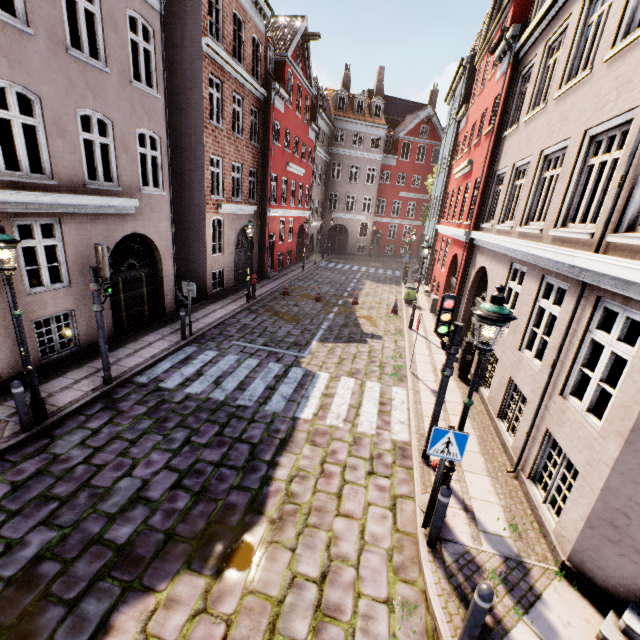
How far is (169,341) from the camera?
10.84m

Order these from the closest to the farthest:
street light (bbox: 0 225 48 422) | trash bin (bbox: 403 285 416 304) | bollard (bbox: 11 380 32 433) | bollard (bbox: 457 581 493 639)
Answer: bollard (bbox: 457 581 493 639) < street light (bbox: 0 225 48 422) < bollard (bbox: 11 380 32 433) < trash bin (bbox: 403 285 416 304)

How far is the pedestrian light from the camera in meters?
7.4

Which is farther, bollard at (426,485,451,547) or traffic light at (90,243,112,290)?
traffic light at (90,243,112,290)

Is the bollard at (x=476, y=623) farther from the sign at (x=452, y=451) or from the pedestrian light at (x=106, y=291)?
the pedestrian light at (x=106, y=291)

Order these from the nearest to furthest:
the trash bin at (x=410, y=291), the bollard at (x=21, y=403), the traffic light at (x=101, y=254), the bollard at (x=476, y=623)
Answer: the bollard at (x=476, y=623), the bollard at (x=21, y=403), the traffic light at (x=101, y=254), the trash bin at (x=410, y=291)

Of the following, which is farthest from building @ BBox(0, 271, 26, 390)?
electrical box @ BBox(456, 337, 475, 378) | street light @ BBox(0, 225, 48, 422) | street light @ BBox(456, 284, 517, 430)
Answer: street light @ BBox(0, 225, 48, 422)

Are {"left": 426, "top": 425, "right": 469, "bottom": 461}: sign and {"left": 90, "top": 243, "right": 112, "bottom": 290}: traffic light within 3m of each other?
no
